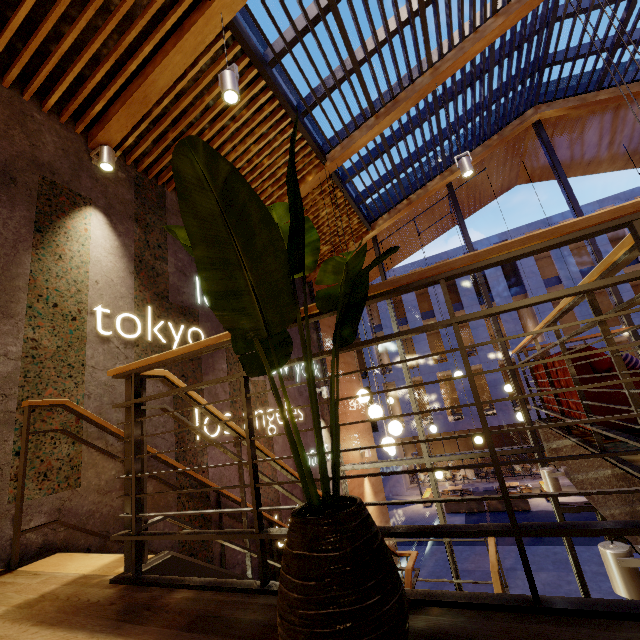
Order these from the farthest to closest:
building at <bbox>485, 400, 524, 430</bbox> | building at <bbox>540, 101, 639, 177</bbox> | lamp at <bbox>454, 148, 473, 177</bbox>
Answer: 1. building at <bbox>485, 400, 524, 430</bbox>
2. building at <bbox>540, 101, 639, 177</bbox>
3. lamp at <bbox>454, 148, 473, 177</bbox>

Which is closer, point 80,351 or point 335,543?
point 335,543

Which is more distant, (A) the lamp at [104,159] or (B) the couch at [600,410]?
(A) the lamp at [104,159]

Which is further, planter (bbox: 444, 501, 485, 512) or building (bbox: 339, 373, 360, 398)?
planter (bbox: 444, 501, 485, 512)

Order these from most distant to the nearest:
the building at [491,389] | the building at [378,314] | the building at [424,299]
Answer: the building at [378,314], the building at [424,299], the building at [491,389]

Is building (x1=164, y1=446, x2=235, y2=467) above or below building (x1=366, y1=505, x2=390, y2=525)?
above

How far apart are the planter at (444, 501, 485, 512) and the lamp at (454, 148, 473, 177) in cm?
1807

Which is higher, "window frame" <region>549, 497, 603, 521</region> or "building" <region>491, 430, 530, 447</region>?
"window frame" <region>549, 497, 603, 521</region>
